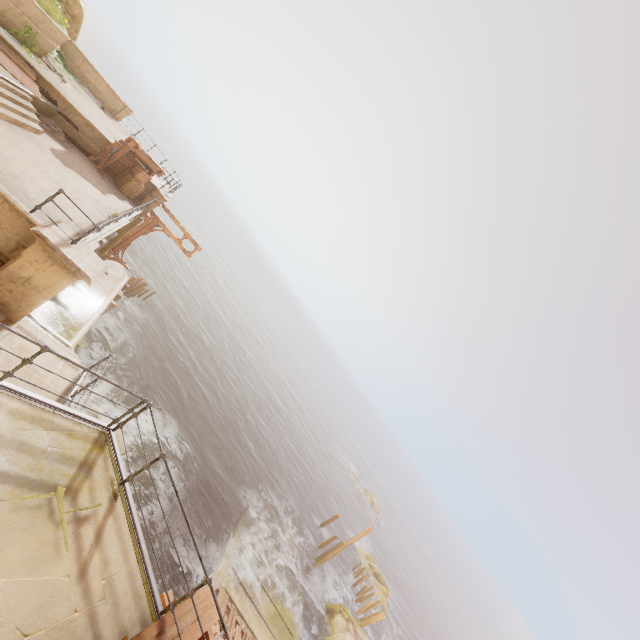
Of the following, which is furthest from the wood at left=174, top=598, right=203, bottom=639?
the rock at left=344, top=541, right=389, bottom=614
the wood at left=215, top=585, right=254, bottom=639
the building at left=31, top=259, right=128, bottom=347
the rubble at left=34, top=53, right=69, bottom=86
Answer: the rock at left=344, top=541, right=389, bottom=614

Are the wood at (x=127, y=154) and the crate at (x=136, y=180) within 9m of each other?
yes

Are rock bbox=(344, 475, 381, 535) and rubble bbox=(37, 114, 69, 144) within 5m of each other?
no

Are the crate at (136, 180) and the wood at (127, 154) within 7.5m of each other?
yes

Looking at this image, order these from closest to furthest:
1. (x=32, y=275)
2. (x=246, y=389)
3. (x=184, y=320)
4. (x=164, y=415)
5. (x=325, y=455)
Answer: (x=32, y=275) → (x=164, y=415) → (x=184, y=320) → (x=246, y=389) → (x=325, y=455)

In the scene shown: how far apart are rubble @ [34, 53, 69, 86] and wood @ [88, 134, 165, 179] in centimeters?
283cm

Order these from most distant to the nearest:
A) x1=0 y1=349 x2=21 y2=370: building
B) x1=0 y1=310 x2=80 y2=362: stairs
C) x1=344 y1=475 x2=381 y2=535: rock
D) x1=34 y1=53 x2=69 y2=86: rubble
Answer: x1=344 y1=475 x2=381 y2=535: rock < x1=34 y1=53 x2=69 y2=86: rubble < x1=0 y1=310 x2=80 y2=362: stairs < x1=0 y1=349 x2=21 y2=370: building

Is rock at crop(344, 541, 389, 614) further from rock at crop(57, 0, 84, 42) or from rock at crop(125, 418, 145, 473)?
rock at crop(57, 0, 84, 42)
